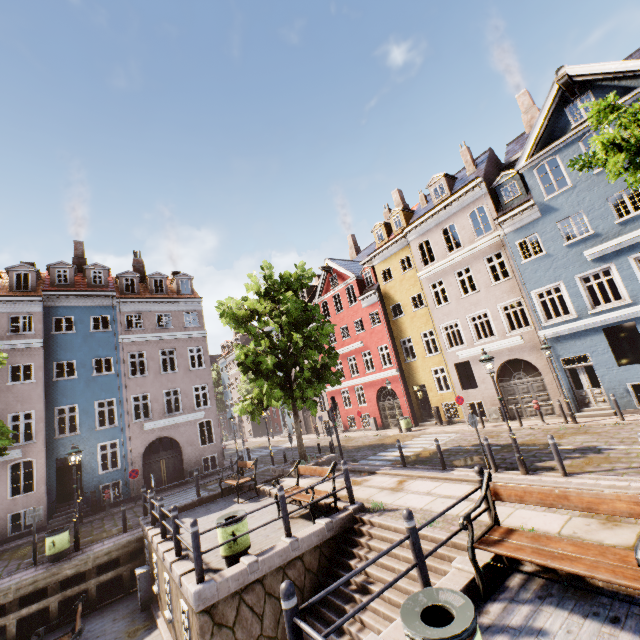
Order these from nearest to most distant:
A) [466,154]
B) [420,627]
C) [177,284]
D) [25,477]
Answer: [420,627], [466,154], [25,477], [177,284]

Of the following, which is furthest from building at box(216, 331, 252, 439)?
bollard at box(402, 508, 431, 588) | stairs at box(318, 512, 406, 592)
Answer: bollard at box(402, 508, 431, 588)

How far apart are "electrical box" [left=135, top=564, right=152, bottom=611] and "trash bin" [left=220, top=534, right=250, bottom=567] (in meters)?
4.94

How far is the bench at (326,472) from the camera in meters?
9.0 m

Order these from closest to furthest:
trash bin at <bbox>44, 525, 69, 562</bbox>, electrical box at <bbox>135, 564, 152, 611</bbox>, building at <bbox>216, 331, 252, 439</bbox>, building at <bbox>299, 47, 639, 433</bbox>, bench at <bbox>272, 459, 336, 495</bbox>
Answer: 1. bench at <bbox>272, 459, 336, 495</bbox>
2. electrical box at <bbox>135, 564, 152, 611</bbox>
3. trash bin at <bbox>44, 525, 69, 562</bbox>
4. building at <bbox>299, 47, 639, 433</bbox>
5. building at <bbox>216, 331, 252, 439</bbox>

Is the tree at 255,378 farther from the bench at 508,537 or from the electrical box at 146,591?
the electrical box at 146,591

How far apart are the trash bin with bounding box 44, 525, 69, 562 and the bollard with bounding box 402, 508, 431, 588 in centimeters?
1399cm

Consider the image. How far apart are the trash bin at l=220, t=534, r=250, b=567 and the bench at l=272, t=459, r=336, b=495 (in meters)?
1.55
